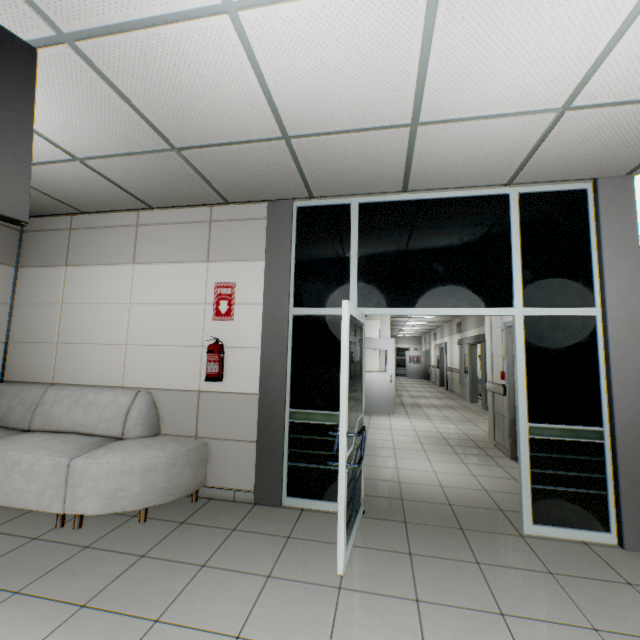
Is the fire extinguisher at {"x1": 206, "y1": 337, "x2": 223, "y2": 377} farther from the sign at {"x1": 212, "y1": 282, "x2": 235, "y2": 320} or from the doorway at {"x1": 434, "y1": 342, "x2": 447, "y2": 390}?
the doorway at {"x1": 434, "y1": 342, "x2": 447, "y2": 390}

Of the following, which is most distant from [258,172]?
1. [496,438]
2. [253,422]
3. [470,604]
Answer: [496,438]

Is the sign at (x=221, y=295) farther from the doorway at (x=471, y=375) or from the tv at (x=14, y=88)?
the doorway at (x=471, y=375)

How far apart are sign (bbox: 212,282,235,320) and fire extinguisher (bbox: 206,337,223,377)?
0.3m

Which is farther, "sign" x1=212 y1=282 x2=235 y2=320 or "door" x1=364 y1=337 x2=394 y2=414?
"door" x1=364 y1=337 x2=394 y2=414

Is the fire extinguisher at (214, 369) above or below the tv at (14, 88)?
below

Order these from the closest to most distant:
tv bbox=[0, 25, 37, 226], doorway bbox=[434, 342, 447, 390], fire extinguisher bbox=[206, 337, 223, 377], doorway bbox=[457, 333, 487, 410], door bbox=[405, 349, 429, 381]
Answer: tv bbox=[0, 25, 37, 226]
fire extinguisher bbox=[206, 337, 223, 377]
doorway bbox=[457, 333, 487, 410]
doorway bbox=[434, 342, 447, 390]
door bbox=[405, 349, 429, 381]

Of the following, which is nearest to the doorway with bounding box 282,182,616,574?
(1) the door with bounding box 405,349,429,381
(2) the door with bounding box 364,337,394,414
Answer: (2) the door with bounding box 364,337,394,414
